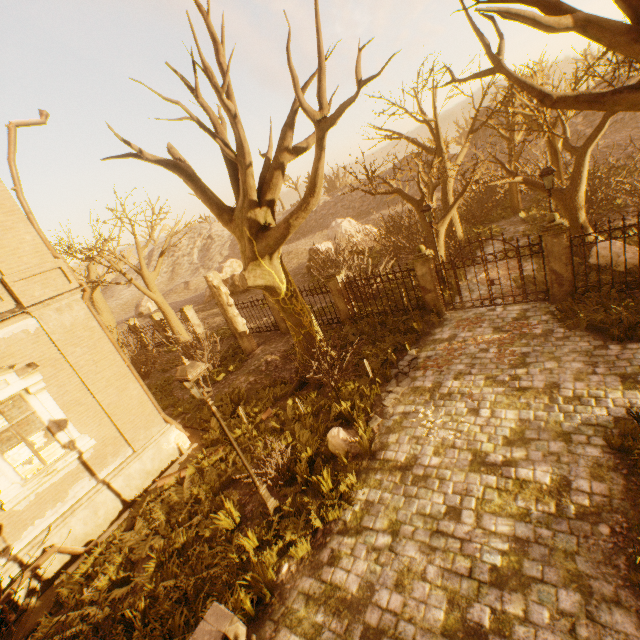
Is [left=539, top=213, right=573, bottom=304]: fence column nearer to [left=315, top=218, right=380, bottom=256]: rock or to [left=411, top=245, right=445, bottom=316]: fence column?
[left=411, top=245, right=445, bottom=316]: fence column

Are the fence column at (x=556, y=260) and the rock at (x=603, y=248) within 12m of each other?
yes

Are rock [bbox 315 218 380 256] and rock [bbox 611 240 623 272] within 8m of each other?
no

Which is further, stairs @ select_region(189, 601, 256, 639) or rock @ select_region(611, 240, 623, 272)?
rock @ select_region(611, 240, 623, 272)

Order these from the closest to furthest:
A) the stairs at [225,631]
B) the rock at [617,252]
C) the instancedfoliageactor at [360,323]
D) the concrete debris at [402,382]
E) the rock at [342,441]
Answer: the stairs at [225,631] < the instancedfoliageactor at [360,323] < the rock at [342,441] < the concrete debris at [402,382] < the rock at [617,252]

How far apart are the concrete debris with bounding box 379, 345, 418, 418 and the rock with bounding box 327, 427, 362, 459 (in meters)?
1.22

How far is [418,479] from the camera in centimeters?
649cm

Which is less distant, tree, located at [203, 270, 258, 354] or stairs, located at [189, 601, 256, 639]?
stairs, located at [189, 601, 256, 639]
